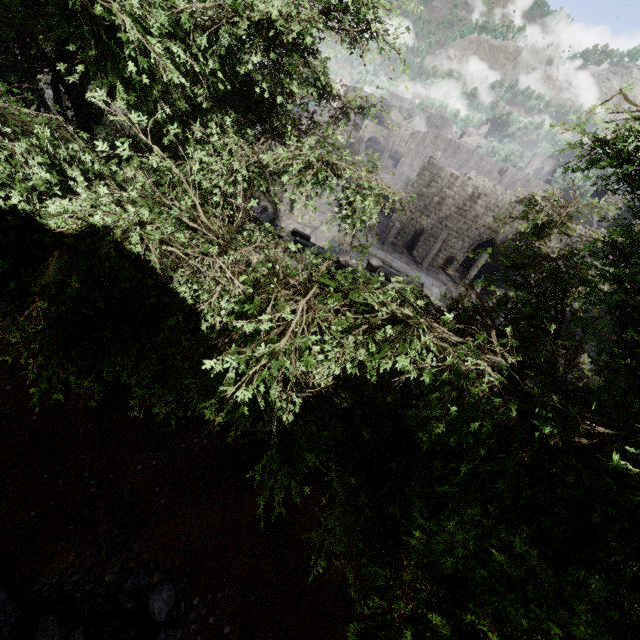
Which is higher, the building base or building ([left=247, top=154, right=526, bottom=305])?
building ([left=247, top=154, right=526, bottom=305])

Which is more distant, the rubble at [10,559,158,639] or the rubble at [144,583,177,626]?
the rubble at [144,583,177,626]

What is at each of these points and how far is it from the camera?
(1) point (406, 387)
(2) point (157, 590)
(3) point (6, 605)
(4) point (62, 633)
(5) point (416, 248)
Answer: (1) building, 11.5 meters
(2) rubble, 7.6 meters
(3) building base, 6.4 meters
(4) rubble, 6.4 meters
(5) building, 28.3 meters

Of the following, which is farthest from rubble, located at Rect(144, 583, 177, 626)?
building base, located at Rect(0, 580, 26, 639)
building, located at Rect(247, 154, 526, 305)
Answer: building, located at Rect(247, 154, 526, 305)

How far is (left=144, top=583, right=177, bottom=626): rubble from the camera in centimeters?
715cm

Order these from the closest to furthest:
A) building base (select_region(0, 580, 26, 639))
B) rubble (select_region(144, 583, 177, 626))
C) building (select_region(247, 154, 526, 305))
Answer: building base (select_region(0, 580, 26, 639))
rubble (select_region(144, 583, 177, 626))
building (select_region(247, 154, 526, 305))

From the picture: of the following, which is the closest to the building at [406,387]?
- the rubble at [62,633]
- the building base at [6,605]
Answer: the building base at [6,605]
